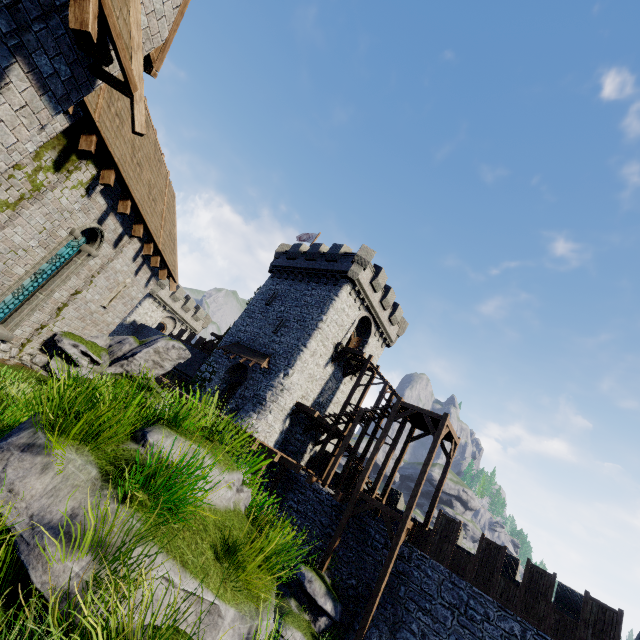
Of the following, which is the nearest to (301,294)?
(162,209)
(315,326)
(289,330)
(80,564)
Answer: (289,330)

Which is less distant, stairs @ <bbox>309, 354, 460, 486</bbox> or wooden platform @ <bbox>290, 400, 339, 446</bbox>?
stairs @ <bbox>309, 354, 460, 486</bbox>

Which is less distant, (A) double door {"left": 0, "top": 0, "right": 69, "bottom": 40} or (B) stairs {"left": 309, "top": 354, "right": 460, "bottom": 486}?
(A) double door {"left": 0, "top": 0, "right": 69, "bottom": 40}

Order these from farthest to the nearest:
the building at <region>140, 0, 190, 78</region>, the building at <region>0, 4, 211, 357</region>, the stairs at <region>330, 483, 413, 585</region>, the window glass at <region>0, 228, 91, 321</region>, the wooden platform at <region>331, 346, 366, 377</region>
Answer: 1. the wooden platform at <region>331, 346, 366, 377</region>
2. the stairs at <region>330, 483, 413, 585</region>
3. the window glass at <region>0, 228, 91, 321</region>
4. the building at <region>140, 0, 190, 78</region>
5. the building at <region>0, 4, 211, 357</region>

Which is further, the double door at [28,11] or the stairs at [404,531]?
the stairs at [404,531]

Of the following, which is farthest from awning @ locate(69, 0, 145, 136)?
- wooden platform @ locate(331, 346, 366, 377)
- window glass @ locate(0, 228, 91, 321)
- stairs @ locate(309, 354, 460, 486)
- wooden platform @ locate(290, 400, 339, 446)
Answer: wooden platform @ locate(331, 346, 366, 377)

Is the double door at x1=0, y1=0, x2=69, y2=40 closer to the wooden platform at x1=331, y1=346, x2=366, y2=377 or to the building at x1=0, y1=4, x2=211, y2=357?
the building at x1=0, y1=4, x2=211, y2=357

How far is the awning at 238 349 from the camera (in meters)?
24.17
